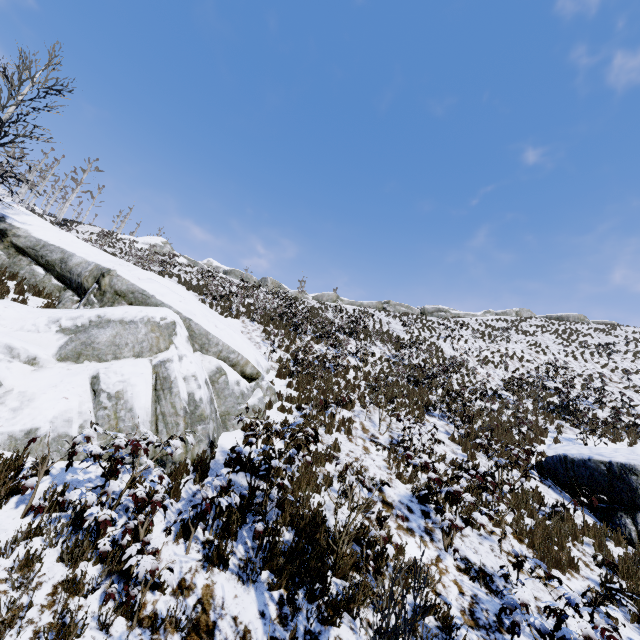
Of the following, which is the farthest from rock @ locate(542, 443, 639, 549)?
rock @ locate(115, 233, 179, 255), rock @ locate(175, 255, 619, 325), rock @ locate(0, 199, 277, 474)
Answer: rock @ locate(115, 233, 179, 255)

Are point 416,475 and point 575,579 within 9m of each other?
yes

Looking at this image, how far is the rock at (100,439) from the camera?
5.6 meters

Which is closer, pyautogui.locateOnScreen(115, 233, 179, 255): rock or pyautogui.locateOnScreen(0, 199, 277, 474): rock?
pyautogui.locateOnScreen(0, 199, 277, 474): rock

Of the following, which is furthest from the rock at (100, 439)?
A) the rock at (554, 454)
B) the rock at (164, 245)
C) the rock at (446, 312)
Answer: the rock at (164, 245)

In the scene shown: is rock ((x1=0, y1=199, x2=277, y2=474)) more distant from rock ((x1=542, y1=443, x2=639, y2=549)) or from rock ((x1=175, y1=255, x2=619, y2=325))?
rock ((x1=175, y1=255, x2=619, y2=325))

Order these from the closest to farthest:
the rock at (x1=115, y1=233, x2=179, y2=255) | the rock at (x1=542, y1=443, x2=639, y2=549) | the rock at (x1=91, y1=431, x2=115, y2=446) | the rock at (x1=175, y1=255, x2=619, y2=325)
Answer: the rock at (x1=91, y1=431, x2=115, y2=446), the rock at (x1=542, y1=443, x2=639, y2=549), the rock at (x1=175, y1=255, x2=619, y2=325), the rock at (x1=115, y1=233, x2=179, y2=255)

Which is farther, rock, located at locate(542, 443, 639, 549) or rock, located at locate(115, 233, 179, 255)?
rock, located at locate(115, 233, 179, 255)
